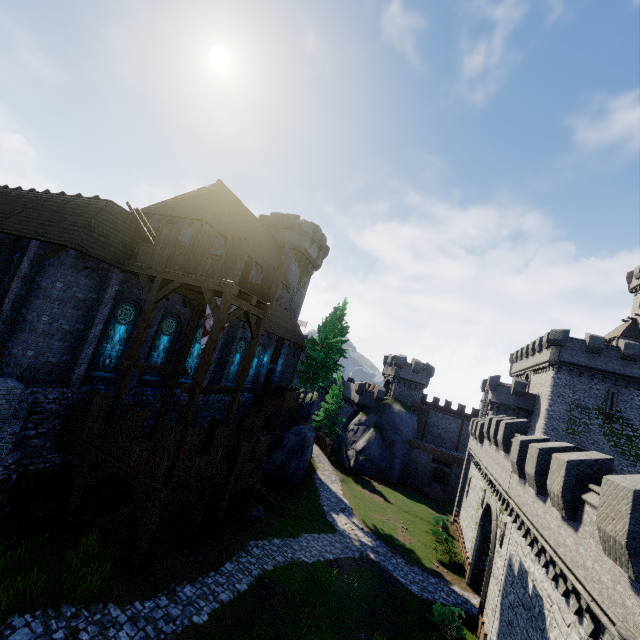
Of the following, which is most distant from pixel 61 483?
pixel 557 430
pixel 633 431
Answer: pixel 633 431

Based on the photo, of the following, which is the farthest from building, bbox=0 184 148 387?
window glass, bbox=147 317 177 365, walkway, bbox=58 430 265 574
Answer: walkway, bbox=58 430 265 574

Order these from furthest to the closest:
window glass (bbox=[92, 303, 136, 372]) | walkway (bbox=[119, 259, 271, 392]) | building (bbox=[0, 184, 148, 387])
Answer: window glass (bbox=[92, 303, 136, 372])
building (bbox=[0, 184, 148, 387])
walkway (bbox=[119, 259, 271, 392])

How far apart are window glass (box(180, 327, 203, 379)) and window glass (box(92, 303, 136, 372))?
4.5 meters

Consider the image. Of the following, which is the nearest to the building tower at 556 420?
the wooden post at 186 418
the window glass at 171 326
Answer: the wooden post at 186 418

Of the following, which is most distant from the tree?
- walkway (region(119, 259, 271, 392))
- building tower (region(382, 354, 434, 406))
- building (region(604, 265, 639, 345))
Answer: building (region(604, 265, 639, 345))

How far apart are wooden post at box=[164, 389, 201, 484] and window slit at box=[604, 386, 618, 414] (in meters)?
40.46

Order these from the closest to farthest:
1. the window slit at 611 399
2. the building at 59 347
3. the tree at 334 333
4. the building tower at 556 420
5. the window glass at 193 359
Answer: the building at 59 347 < the window glass at 193 359 < the building tower at 556 420 < the window slit at 611 399 < the tree at 334 333
